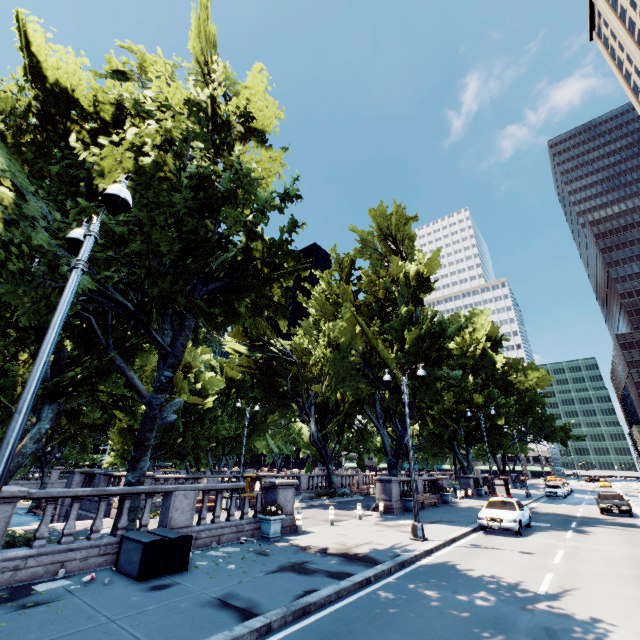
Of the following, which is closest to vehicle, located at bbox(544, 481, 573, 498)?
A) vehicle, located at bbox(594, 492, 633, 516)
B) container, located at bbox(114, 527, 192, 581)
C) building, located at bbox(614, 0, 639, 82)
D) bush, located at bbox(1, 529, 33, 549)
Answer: vehicle, located at bbox(594, 492, 633, 516)

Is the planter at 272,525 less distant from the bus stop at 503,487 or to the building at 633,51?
the bus stop at 503,487

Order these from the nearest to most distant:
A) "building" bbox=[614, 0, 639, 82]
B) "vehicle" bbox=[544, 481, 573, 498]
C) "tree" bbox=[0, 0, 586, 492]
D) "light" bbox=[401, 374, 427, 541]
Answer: "tree" bbox=[0, 0, 586, 492]
"light" bbox=[401, 374, 427, 541]
"vehicle" bbox=[544, 481, 573, 498]
"building" bbox=[614, 0, 639, 82]

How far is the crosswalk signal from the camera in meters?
6.2

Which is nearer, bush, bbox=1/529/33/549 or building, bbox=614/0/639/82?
bush, bbox=1/529/33/549

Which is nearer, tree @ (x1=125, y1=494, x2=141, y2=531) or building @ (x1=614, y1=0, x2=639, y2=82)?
tree @ (x1=125, y1=494, x2=141, y2=531)

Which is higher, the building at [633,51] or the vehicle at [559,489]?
the building at [633,51]

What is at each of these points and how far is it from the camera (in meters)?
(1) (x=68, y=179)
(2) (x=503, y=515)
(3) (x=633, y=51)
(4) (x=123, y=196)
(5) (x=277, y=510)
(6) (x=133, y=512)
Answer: (1) tree, 10.65
(2) vehicle, 15.95
(3) building, 57.38
(4) light, 5.42
(5) plant, 13.27
(6) tree, 11.27
